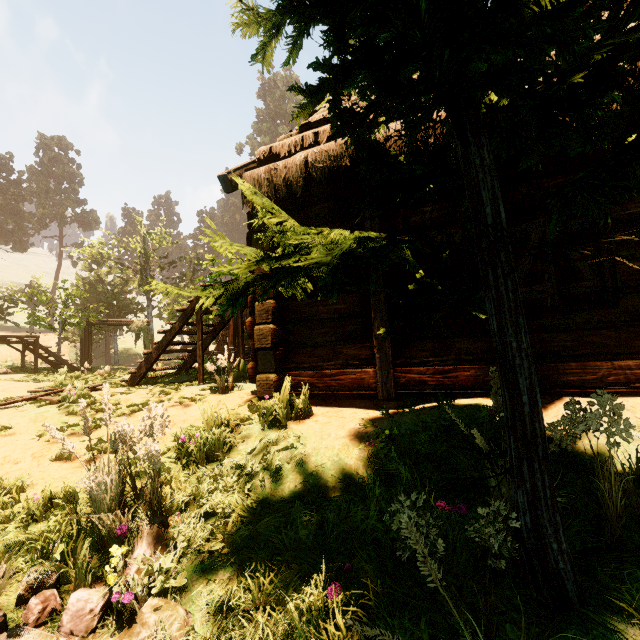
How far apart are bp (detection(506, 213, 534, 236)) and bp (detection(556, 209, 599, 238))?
0.17m

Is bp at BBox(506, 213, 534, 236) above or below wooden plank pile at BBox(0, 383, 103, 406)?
above

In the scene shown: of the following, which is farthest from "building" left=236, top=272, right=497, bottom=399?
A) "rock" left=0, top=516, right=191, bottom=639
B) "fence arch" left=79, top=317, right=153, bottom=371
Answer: "rock" left=0, top=516, right=191, bottom=639

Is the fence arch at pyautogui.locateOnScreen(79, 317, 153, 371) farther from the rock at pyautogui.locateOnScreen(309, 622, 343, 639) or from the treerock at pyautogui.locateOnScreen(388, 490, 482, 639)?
the rock at pyautogui.locateOnScreen(309, 622, 343, 639)

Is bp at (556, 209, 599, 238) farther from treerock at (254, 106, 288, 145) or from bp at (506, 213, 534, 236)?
treerock at (254, 106, 288, 145)

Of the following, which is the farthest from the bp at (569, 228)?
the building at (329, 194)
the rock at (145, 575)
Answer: the rock at (145, 575)

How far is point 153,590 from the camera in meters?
2.0

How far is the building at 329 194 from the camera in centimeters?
432cm
